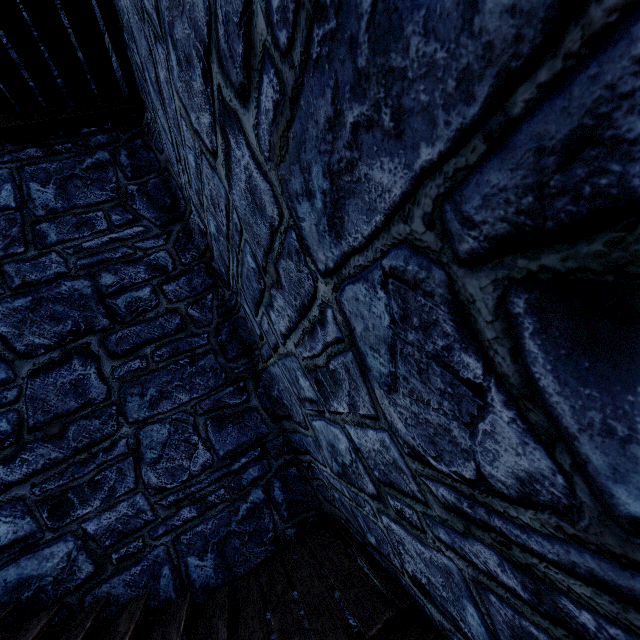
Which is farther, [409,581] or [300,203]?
[409,581]
